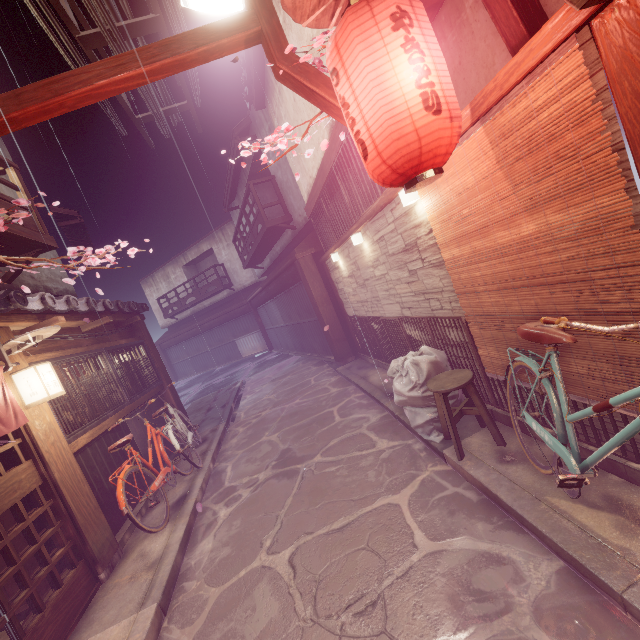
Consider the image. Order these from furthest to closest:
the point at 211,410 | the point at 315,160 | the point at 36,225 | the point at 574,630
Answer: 1. the point at 211,410
2. the point at 315,160
3. the point at 36,225
4. the point at 574,630

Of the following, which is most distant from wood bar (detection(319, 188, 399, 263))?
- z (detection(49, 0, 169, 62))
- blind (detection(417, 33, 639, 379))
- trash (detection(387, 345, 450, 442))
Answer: A: z (detection(49, 0, 169, 62))

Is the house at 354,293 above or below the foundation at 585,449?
above

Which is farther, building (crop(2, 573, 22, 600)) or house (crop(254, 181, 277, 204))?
house (crop(254, 181, 277, 204))

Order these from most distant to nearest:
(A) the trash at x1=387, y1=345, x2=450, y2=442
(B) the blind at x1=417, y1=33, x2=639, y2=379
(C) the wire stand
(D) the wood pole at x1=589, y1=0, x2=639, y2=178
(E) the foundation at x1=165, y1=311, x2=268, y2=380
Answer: (E) the foundation at x1=165, y1=311, x2=268, y2=380 < (A) the trash at x1=387, y1=345, x2=450, y2=442 < (C) the wire stand < (B) the blind at x1=417, y1=33, x2=639, y2=379 < (D) the wood pole at x1=589, y1=0, x2=639, y2=178

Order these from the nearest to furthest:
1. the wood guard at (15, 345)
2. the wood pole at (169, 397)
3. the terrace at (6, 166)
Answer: the wood guard at (15, 345) → the terrace at (6, 166) → the wood pole at (169, 397)

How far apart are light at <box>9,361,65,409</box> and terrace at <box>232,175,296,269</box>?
14.2 meters

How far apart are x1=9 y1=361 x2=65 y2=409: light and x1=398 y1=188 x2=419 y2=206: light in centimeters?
833cm
